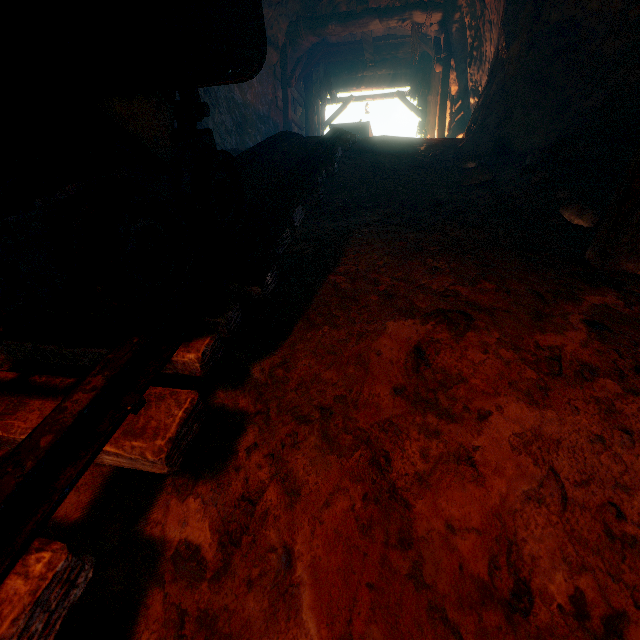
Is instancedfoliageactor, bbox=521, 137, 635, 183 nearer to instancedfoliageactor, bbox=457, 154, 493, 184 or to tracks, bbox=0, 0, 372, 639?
instancedfoliageactor, bbox=457, 154, 493, 184

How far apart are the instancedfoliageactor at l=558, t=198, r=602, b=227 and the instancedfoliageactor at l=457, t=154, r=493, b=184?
0.9m

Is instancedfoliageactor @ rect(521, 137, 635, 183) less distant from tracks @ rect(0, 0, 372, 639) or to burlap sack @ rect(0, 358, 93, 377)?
burlap sack @ rect(0, 358, 93, 377)

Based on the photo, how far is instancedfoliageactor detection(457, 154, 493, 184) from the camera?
3.0 meters

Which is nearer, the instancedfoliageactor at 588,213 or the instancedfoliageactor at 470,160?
the instancedfoliageactor at 588,213

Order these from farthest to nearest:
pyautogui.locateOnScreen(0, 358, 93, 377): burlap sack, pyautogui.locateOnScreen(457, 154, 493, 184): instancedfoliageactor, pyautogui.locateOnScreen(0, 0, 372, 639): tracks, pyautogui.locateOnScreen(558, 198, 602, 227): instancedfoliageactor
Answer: pyautogui.locateOnScreen(457, 154, 493, 184): instancedfoliageactor
pyautogui.locateOnScreen(558, 198, 602, 227): instancedfoliageactor
pyautogui.locateOnScreen(0, 358, 93, 377): burlap sack
pyautogui.locateOnScreen(0, 0, 372, 639): tracks

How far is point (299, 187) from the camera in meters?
2.4

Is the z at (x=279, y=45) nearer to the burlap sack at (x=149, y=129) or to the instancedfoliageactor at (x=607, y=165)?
the burlap sack at (x=149, y=129)
